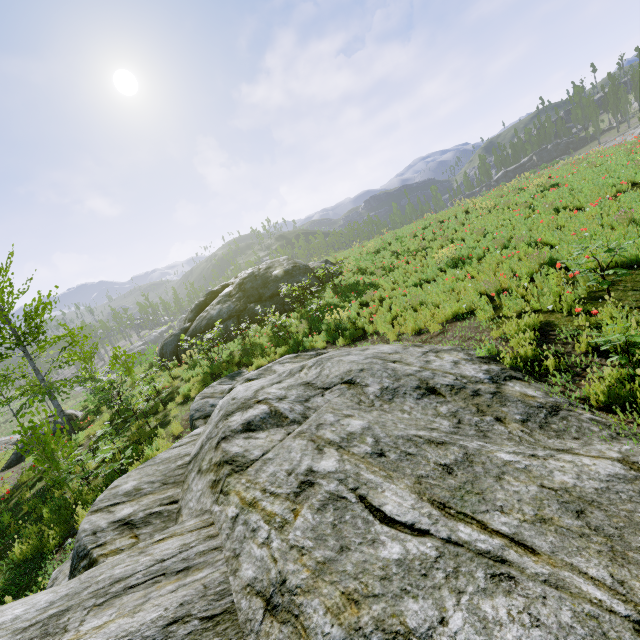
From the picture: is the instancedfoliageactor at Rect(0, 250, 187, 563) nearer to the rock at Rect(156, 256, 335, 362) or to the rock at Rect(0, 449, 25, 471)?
the rock at Rect(0, 449, 25, 471)

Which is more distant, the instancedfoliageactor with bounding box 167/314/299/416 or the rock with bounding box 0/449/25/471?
the rock with bounding box 0/449/25/471

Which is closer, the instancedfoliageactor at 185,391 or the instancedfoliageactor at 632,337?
the instancedfoliageactor at 632,337

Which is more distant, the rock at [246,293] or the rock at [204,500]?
the rock at [246,293]

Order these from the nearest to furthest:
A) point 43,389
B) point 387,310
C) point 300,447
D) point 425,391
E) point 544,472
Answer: point 544,472 < point 300,447 < point 425,391 < point 387,310 < point 43,389

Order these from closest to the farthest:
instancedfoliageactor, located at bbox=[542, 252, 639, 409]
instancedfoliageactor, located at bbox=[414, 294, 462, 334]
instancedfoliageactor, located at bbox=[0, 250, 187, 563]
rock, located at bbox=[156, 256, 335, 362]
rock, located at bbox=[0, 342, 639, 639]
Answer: rock, located at bbox=[0, 342, 639, 639] → instancedfoliageactor, located at bbox=[542, 252, 639, 409] → instancedfoliageactor, located at bbox=[0, 250, 187, 563] → instancedfoliageactor, located at bbox=[414, 294, 462, 334] → rock, located at bbox=[156, 256, 335, 362]
